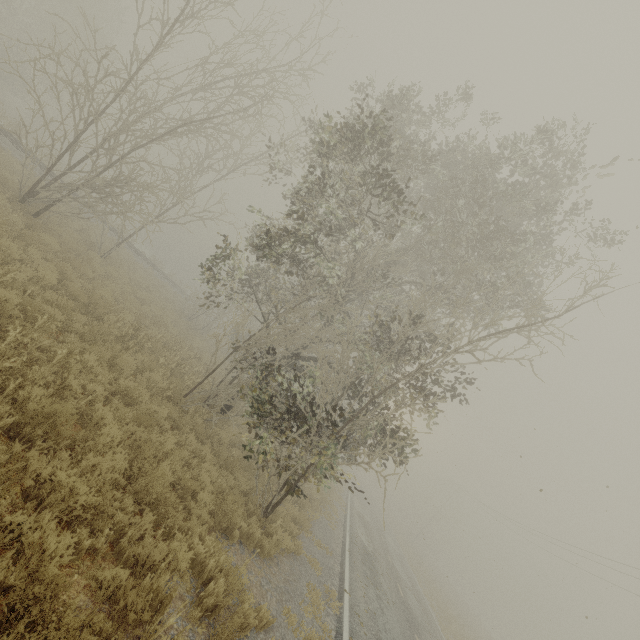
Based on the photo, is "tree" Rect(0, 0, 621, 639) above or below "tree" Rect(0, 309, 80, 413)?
above

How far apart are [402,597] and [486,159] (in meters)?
19.24

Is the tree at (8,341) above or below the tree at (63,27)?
below

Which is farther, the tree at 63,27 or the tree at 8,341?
the tree at 63,27

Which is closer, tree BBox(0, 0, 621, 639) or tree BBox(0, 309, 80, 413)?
tree BBox(0, 309, 80, 413)
